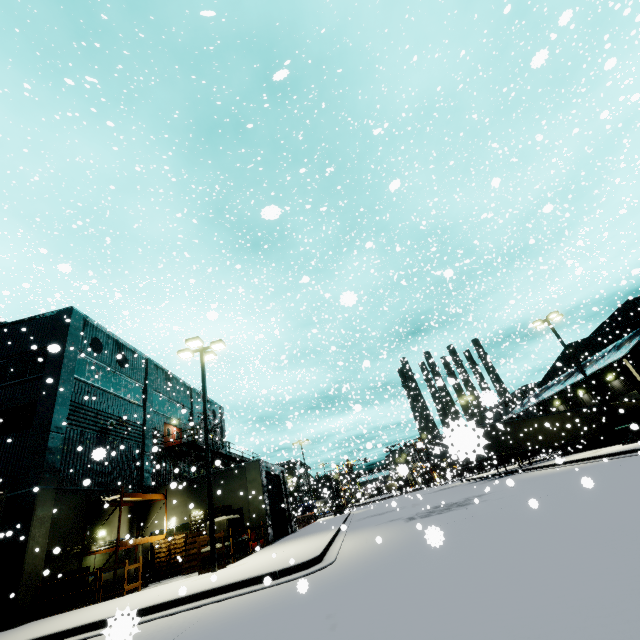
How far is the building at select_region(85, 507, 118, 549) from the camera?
16.9m

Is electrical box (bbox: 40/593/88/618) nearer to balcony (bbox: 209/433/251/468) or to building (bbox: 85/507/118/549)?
building (bbox: 85/507/118/549)

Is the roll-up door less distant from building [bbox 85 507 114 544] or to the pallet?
building [bbox 85 507 114 544]

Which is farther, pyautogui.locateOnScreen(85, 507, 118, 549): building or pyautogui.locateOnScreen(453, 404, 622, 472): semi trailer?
pyautogui.locateOnScreen(85, 507, 118, 549): building

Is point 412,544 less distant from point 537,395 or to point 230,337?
point 230,337

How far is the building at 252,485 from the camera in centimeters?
2003cm

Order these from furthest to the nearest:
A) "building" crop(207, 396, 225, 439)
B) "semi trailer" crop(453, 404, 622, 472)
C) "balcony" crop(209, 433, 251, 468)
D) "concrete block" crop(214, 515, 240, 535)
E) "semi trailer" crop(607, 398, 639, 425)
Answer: "building" crop(207, 396, 225, 439)
"semi trailer" crop(607, 398, 639, 425)
"balcony" crop(209, 433, 251, 468)
"concrete block" crop(214, 515, 240, 535)
"semi trailer" crop(453, 404, 622, 472)

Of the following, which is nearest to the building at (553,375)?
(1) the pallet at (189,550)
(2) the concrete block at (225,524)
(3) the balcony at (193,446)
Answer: (3) the balcony at (193,446)
